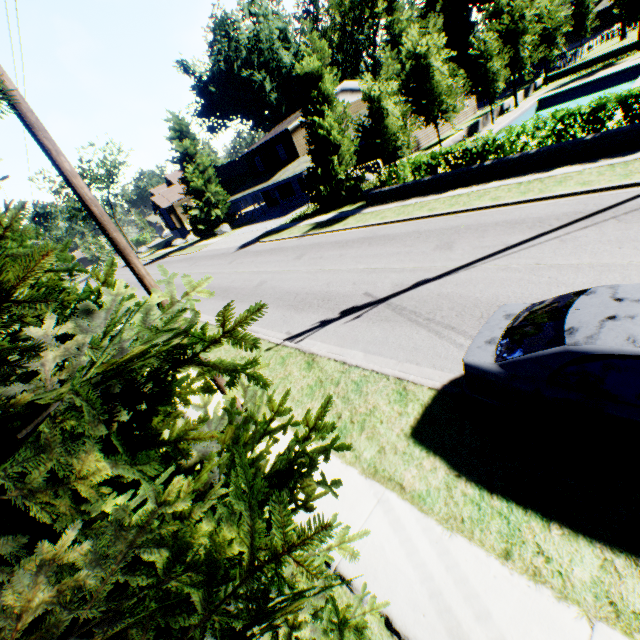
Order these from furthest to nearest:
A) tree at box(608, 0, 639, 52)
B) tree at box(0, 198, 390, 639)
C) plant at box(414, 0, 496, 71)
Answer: plant at box(414, 0, 496, 71)
tree at box(608, 0, 639, 52)
tree at box(0, 198, 390, 639)

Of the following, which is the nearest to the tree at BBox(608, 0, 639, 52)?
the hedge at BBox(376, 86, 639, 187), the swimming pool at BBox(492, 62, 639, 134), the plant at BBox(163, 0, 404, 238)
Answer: the swimming pool at BBox(492, 62, 639, 134)

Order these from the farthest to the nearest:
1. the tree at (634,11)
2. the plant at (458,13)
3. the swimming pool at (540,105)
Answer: the plant at (458,13), the tree at (634,11), the swimming pool at (540,105)

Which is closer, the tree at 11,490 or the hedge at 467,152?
the tree at 11,490

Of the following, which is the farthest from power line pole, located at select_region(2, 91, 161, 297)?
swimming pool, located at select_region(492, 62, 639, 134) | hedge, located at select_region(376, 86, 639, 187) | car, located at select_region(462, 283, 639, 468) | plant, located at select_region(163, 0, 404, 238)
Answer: swimming pool, located at select_region(492, 62, 639, 134)

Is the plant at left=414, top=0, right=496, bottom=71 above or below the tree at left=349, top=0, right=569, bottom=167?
above

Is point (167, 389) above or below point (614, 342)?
above

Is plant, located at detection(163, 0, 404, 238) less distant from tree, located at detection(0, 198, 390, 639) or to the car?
tree, located at detection(0, 198, 390, 639)
